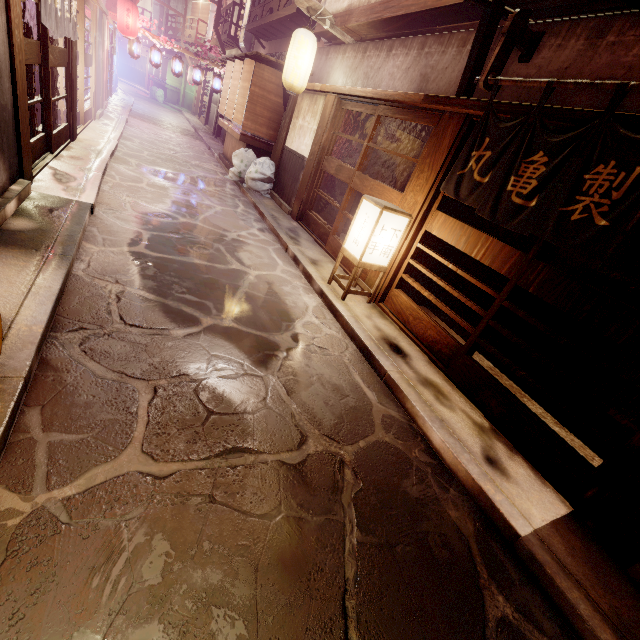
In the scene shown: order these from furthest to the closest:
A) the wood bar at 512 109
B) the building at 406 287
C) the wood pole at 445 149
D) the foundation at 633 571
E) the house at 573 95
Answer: the building at 406 287
the wood pole at 445 149
the wood bar at 512 109
the house at 573 95
the foundation at 633 571

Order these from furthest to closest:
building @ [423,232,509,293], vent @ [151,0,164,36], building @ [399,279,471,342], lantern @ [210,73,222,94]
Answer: vent @ [151,0,164,36]
lantern @ [210,73,222,94]
building @ [399,279,471,342]
building @ [423,232,509,293]

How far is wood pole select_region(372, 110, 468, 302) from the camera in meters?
7.7 m

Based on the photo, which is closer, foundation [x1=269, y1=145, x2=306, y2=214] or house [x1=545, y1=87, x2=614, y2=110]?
house [x1=545, y1=87, x2=614, y2=110]

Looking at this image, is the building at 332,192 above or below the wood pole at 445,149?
below

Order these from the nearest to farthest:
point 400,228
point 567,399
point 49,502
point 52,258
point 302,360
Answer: point 49,502 → point 52,258 → point 302,360 → point 400,228 → point 567,399

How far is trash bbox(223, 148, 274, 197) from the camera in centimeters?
1659cm

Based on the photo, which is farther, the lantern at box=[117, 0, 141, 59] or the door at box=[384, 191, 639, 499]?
the lantern at box=[117, 0, 141, 59]
